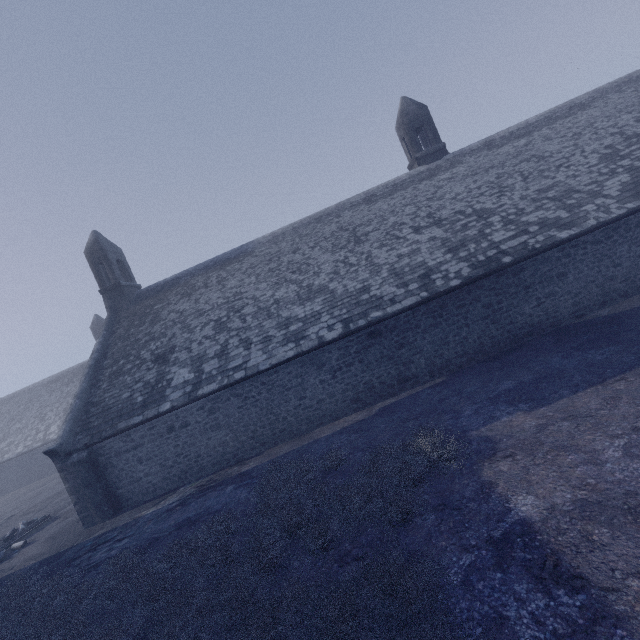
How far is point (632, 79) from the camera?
17.1m
